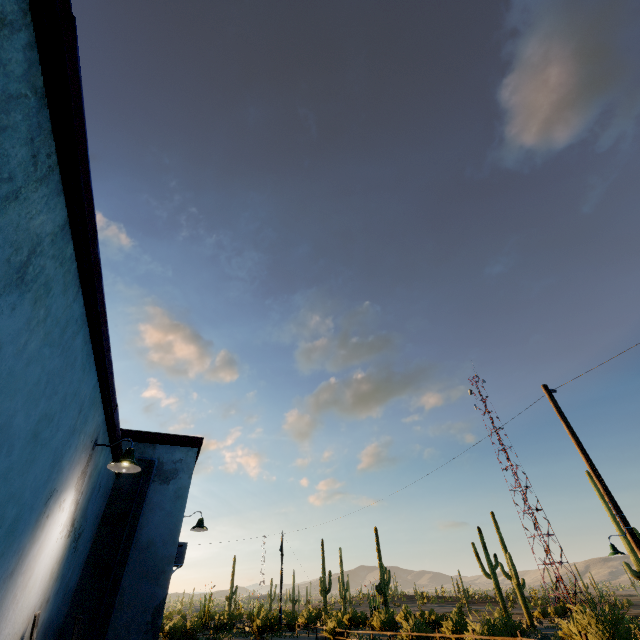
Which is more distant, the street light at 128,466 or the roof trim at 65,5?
the street light at 128,466

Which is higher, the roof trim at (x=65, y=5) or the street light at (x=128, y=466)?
the roof trim at (x=65, y=5)

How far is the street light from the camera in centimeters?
471cm

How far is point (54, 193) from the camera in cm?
230

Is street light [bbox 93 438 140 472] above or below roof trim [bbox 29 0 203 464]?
below

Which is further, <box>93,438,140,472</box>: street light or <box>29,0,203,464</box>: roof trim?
<box>93,438,140,472</box>: street light
